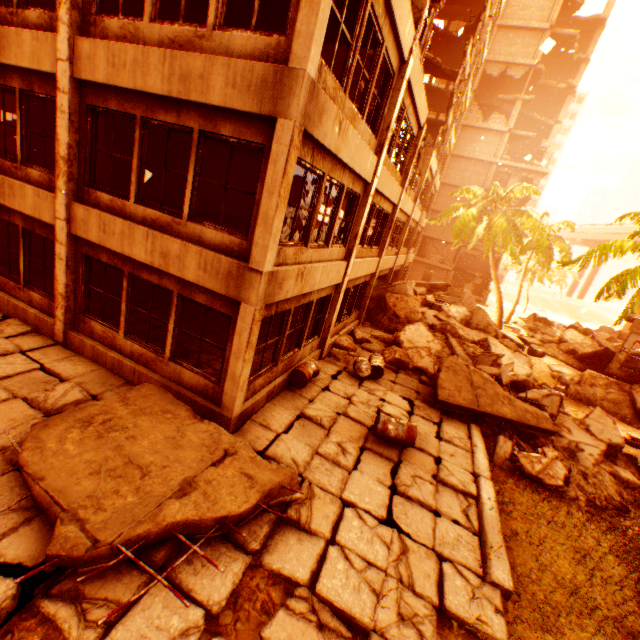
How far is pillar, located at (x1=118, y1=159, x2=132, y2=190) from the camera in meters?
12.6 m

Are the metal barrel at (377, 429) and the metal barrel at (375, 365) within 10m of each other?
yes

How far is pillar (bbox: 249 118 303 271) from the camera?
4.9 meters

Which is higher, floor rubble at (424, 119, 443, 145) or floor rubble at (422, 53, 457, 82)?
floor rubble at (422, 53, 457, 82)

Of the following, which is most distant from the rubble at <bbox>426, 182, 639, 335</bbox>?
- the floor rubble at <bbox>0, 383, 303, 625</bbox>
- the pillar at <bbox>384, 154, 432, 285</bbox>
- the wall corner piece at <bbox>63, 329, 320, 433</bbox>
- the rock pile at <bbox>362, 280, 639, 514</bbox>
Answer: the wall corner piece at <bbox>63, 329, 320, 433</bbox>

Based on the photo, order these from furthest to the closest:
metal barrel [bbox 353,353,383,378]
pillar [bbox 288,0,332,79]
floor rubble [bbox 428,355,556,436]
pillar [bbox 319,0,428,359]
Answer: metal barrel [bbox 353,353,383,378]
floor rubble [bbox 428,355,556,436]
pillar [bbox 319,0,428,359]
pillar [bbox 288,0,332,79]

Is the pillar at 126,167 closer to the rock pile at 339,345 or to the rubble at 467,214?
the rock pile at 339,345

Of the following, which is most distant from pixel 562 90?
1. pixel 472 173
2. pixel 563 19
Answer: pixel 472 173
